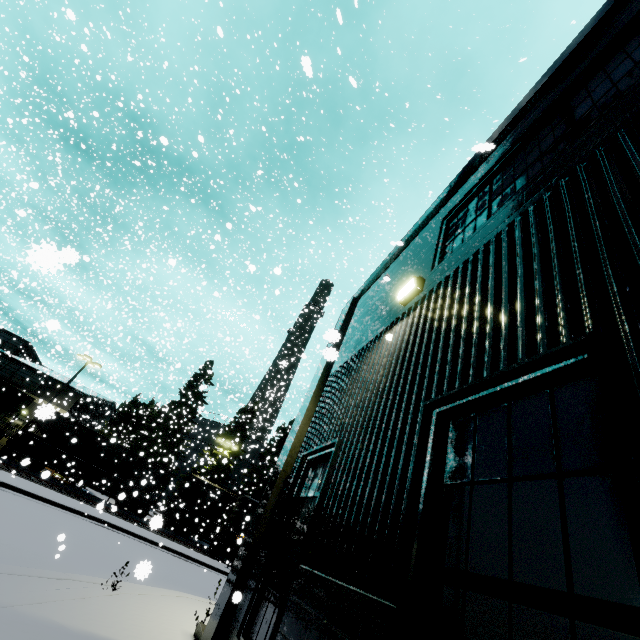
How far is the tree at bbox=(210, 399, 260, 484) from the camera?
36.5 meters

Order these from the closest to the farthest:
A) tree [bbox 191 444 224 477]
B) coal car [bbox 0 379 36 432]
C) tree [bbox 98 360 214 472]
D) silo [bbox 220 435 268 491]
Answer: coal car [bbox 0 379 36 432], tree [bbox 191 444 224 477], tree [bbox 98 360 214 472], silo [bbox 220 435 268 491]

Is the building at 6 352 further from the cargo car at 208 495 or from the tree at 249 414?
the tree at 249 414

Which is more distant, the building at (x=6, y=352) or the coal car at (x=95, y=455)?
the building at (x=6, y=352)

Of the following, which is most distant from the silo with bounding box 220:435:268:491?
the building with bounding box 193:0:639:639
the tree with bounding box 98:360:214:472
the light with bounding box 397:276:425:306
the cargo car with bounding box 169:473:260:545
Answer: the light with bounding box 397:276:425:306

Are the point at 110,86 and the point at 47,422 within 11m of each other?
no

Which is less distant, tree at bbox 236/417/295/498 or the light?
the light

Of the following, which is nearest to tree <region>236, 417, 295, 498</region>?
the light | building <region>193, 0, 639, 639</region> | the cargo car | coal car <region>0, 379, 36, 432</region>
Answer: the cargo car
